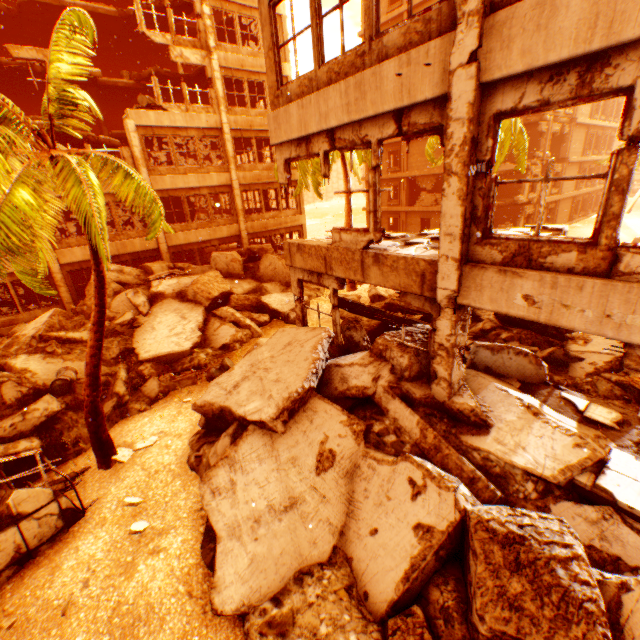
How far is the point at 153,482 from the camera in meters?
6.7 m

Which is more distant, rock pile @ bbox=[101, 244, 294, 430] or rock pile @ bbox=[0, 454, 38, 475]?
rock pile @ bbox=[101, 244, 294, 430]

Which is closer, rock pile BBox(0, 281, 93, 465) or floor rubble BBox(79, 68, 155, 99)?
Result: rock pile BBox(0, 281, 93, 465)

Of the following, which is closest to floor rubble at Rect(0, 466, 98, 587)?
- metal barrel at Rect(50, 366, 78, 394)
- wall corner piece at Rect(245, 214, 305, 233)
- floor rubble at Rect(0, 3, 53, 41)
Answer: metal barrel at Rect(50, 366, 78, 394)

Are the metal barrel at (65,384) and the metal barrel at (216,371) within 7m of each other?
yes

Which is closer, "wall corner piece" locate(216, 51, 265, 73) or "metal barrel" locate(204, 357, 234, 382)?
"metal barrel" locate(204, 357, 234, 382)

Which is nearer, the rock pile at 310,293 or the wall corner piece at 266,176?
the rock pile at 310,293

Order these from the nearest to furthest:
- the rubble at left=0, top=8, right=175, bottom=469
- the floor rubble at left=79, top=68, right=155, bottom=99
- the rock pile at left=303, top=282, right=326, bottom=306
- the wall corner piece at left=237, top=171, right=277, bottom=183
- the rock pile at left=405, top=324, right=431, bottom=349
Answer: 1. the rubble at left=0, top=8, right=175, bottom=469
2. the rock pile at left=405, top=324, right=431, bottom=349
3. the rock pile at left=303, top=282, right=326, bottom=306
4. the floor rubble at left=79, top=68, right=155, bottom=99
5. the wall corner piece at left=237, top=171, right=277, bottom=183
